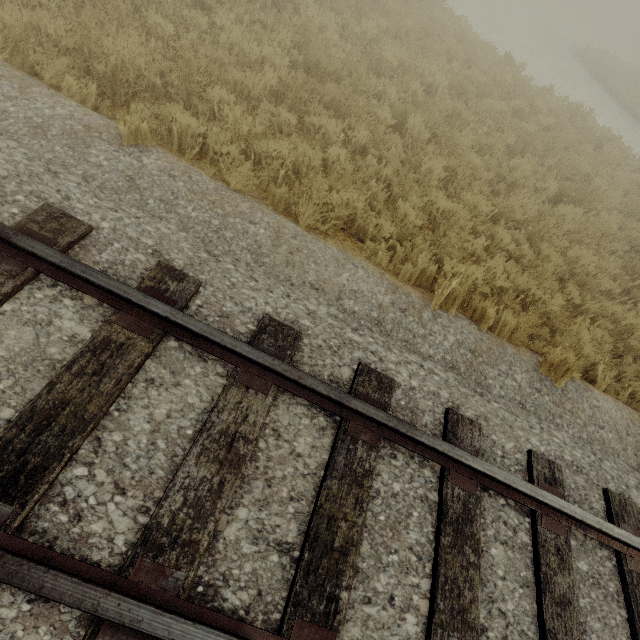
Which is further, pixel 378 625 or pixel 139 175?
pixel 139 175
